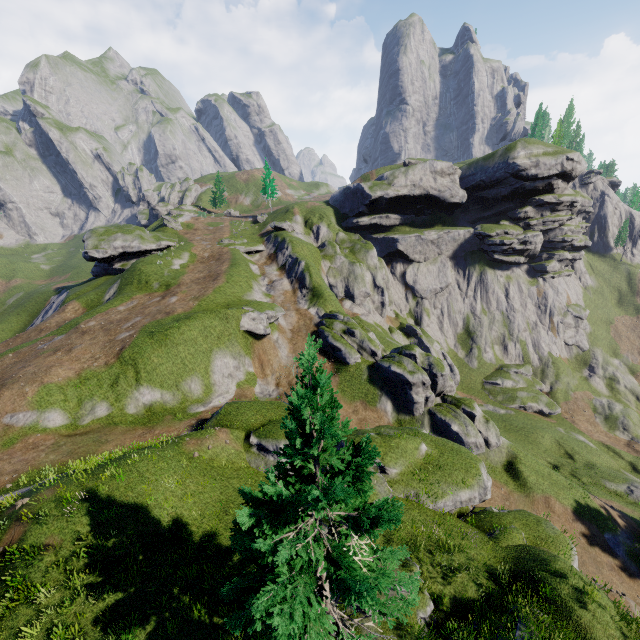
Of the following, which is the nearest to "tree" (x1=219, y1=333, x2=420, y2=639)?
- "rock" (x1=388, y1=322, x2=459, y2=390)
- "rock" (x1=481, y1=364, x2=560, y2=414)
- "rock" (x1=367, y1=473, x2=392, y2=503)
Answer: "rock" (x1=367, y1=473, x2=392, y2=503)

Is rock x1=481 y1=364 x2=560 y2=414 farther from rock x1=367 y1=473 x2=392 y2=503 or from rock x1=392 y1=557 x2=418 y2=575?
rock x1=392 y1=557 x2=418 y2=575

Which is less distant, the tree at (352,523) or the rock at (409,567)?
the tree at (352,523)

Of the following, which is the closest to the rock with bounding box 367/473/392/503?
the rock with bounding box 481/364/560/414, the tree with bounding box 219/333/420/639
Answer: the tree with bounding box 219/333/420/639

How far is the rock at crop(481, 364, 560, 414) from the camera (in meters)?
52.69

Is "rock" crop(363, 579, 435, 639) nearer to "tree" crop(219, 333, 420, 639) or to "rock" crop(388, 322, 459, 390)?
"tree" crop(219, 333, 420, 639)

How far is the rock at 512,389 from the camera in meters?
52.7

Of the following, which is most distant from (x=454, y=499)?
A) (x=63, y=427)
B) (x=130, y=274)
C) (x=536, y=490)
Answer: (x=130, y=274)
